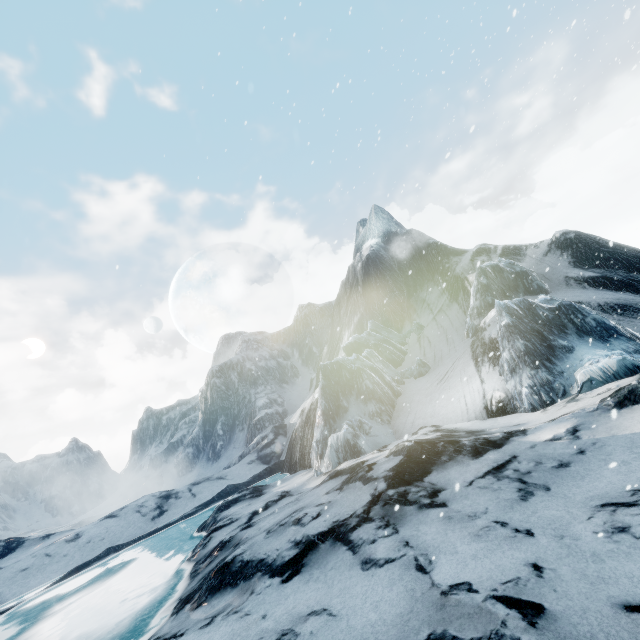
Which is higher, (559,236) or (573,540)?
(559,236)
